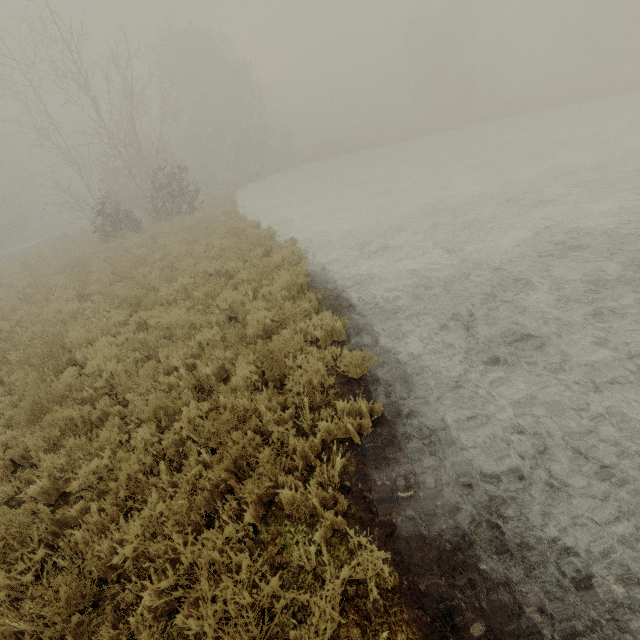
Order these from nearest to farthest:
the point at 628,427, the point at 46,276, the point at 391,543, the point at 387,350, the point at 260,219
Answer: the point at 391,543
the point at 628,427
the point at 387,350
the point at 46,276
the point at 260,219
